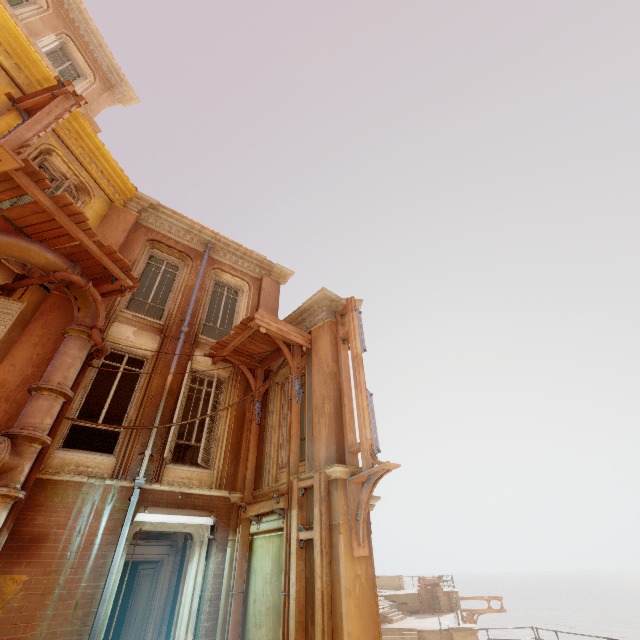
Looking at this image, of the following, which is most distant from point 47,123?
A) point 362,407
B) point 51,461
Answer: point 362,407

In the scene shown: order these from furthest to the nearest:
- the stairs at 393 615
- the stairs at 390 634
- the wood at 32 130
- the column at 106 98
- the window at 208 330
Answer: the stairs at 393 615
the stairs at 390 634
the column at 106 98
the window at 208 330
the wood at 32 130

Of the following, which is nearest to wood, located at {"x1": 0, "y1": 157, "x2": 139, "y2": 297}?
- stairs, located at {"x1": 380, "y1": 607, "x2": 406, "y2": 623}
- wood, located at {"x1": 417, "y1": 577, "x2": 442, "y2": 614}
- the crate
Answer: stairs, located at {"x1": 380, "y1": 607, "x2": 406, "y2": 623}

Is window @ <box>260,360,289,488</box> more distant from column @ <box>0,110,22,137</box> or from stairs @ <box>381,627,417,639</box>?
stairs @ <box>381,627,417,639</box>

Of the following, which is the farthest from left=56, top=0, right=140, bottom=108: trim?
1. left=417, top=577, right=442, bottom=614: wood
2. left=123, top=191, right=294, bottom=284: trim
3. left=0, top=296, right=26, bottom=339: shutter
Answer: left=417, top=577, right=442, bottom=614: wood

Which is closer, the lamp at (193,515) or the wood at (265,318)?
the lamp at (193,515)

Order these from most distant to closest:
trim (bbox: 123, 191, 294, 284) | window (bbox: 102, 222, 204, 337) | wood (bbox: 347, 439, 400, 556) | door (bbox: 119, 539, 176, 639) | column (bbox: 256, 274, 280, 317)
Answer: column (bbox: 256, 274, 280, 317), trim (bbox: 123, 191, 294, 284), window (bbox: 102, 222, 204, 337), door (bbox: 119, 539, 176, 639), wood (bbox: 347, 439, 400, 556)

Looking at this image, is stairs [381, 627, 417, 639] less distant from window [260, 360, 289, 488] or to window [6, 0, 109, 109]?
window [260, 360, 289, 488]
